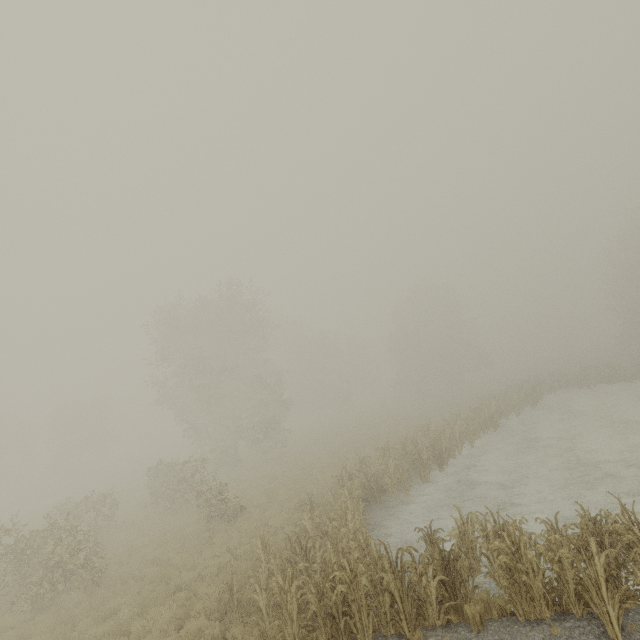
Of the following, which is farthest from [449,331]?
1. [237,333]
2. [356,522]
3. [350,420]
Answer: [356,522]

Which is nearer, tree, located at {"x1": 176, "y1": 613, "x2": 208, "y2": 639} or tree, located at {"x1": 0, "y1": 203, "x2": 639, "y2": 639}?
tree, located at {"x1": 0, "y1": 203, "x2": 639, "y2": 639}

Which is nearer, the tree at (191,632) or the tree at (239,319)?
the tree at (239,319)
